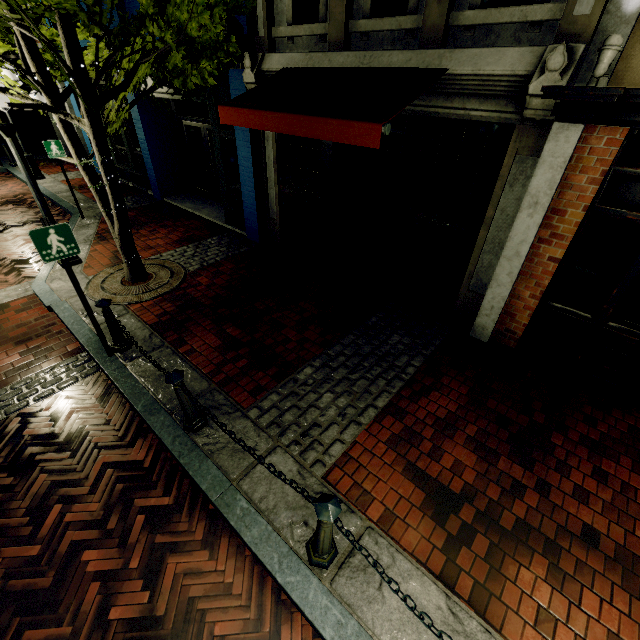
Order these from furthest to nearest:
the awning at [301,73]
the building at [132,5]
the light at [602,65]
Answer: the building at [132,5]
the awning at [301,73]
the light at [602,65]

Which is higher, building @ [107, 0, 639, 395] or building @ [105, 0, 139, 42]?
building @ [105, 0, 139, 42]

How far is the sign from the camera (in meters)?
3.53

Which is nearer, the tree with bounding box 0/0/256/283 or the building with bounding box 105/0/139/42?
the tree with bounding box 0/0/256/283

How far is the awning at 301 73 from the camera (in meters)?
3.71

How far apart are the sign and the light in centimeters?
A: 597cm

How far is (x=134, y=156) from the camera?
11.2 meters

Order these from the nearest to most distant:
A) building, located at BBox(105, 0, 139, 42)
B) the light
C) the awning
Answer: the light, the awning, building, located at BBox(105, 0, 139, 42)
